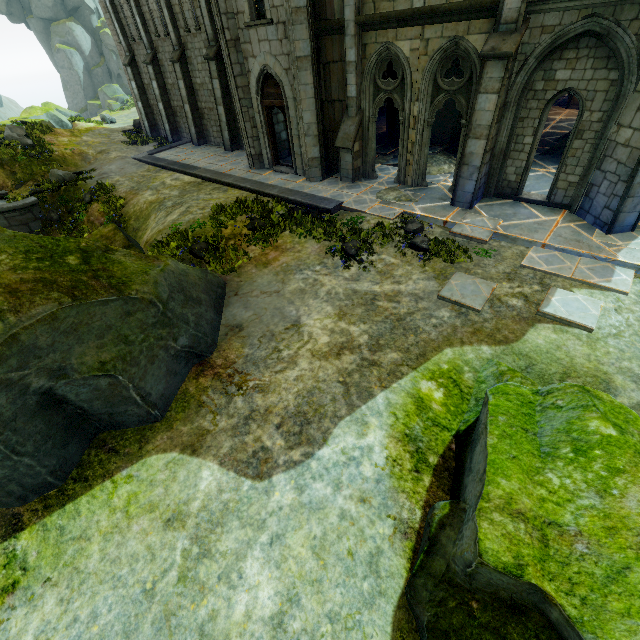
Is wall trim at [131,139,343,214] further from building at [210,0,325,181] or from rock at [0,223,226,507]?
rock at [0,223,226,507]

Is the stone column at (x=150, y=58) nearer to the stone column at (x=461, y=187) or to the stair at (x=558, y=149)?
the stone column at (x=461, y=187)

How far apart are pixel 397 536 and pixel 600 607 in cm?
222

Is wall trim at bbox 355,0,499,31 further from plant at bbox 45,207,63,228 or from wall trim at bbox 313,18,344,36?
plant at bbox 45,207,63,228

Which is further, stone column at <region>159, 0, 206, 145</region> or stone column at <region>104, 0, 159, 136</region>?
stone column at <region>104, 0, 159, 136</region>

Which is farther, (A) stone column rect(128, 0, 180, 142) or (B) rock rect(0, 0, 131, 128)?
(B) rock rect(0, 0, 131, 128)

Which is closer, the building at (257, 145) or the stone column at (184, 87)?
the building at (257, 145)

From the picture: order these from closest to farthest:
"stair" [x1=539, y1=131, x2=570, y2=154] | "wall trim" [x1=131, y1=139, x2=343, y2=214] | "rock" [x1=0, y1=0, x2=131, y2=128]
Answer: "wall trim" [x1=131, y1=139, x2=343, y2=214], "stair" [x1=539, y1=131, x2=570, y2=154], "rock" [x1=0, y1=0, x2=131, y2=128]
